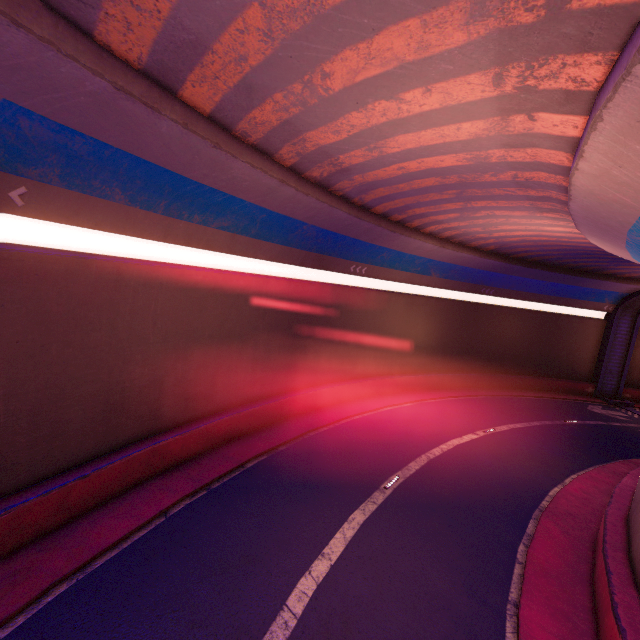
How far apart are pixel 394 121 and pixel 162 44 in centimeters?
520cm
